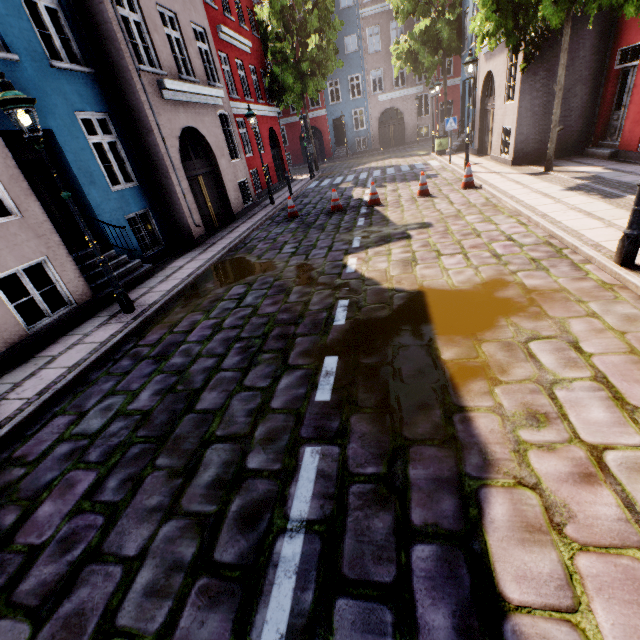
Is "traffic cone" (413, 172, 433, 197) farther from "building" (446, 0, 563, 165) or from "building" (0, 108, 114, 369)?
"building" (0, 108, 114, 369)

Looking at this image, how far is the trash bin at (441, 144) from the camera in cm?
1844

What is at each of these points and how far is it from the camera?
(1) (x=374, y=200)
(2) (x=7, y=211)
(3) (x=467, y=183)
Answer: (1) traffic cone, 11.02m
(2) building, 6.25m
(3) traffic cone, 10.62m

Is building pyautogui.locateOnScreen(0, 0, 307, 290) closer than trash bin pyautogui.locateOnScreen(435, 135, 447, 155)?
Yes

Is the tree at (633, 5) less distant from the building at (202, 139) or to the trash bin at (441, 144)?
the building at (202, 139)

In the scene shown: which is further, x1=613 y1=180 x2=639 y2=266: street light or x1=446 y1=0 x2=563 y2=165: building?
x1=446 y1=0 x2=563 y2=165: building

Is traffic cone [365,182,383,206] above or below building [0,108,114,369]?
below

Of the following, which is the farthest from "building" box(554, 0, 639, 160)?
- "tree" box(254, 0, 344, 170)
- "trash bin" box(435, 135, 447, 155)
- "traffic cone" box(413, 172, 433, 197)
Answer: "tree" box(254, 0, 344, 170)
